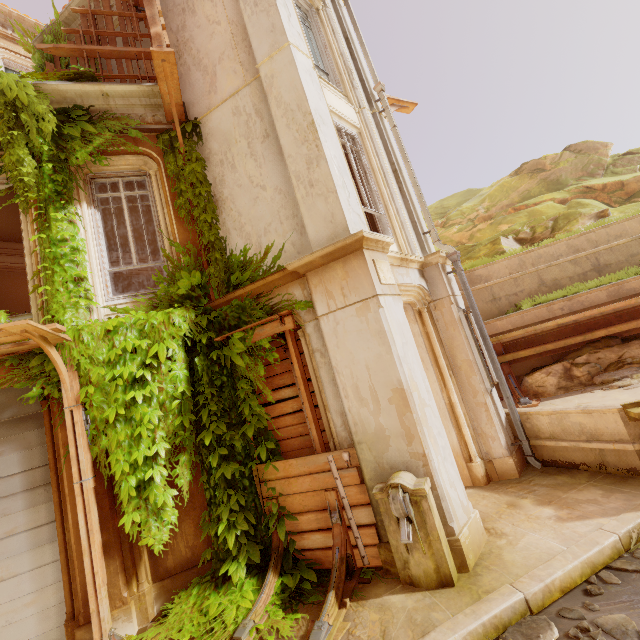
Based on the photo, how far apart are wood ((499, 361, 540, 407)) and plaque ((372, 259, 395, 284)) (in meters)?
3.99

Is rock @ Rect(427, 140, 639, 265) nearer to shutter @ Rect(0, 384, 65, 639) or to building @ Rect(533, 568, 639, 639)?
building @ Rect(533, 568, 639, 639)

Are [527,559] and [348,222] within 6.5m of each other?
yes

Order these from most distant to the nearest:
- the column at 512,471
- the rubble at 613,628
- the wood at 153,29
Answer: the column at 512,471, the wood at 153,29, the rubble at 613,628

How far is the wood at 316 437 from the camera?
5.1m

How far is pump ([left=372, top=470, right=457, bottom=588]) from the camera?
3.77m

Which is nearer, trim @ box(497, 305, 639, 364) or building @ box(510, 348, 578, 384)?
trim @ box(497, 305, 639, 364)

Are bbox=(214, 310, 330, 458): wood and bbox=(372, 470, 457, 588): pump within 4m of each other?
yes
